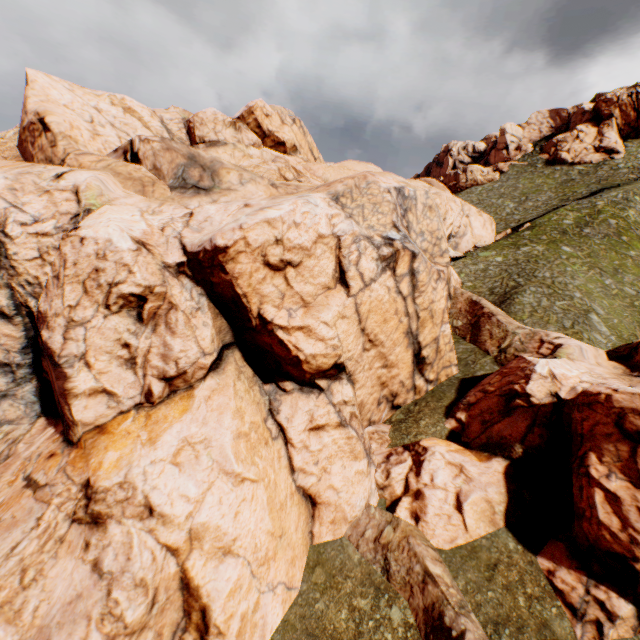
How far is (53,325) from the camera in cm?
1507
